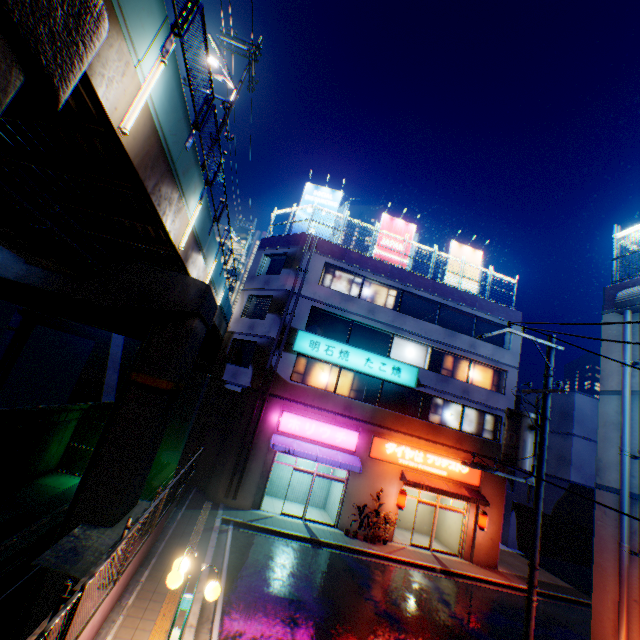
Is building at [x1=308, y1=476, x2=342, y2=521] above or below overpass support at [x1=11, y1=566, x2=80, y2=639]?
above

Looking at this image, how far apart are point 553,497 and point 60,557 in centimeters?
2676cm

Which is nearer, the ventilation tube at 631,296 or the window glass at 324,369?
the ventilation tube at 631,296

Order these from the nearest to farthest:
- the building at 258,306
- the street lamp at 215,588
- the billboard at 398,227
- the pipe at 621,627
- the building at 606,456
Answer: the street lamp at 215,588, the pipe at 621,627, the building at 606,456, the building at 258,306, the billboard at 398,227

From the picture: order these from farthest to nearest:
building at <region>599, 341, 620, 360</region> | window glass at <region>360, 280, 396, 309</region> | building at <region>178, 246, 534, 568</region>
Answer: window glass at <region>360, 280, 396, 309</region> < building at <region>178, 246, 534, 568</region> < building at <region>599, 341, 620, 360</region>

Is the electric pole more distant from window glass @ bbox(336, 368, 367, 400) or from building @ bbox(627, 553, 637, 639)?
window glass @ bbox(336, 368, 367, 400)

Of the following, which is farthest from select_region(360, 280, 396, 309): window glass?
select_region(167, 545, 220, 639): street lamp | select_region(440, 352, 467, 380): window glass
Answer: select_region(167, 545, 220, 639): street lamp

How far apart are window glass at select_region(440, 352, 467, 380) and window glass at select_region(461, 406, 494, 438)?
1.43m
